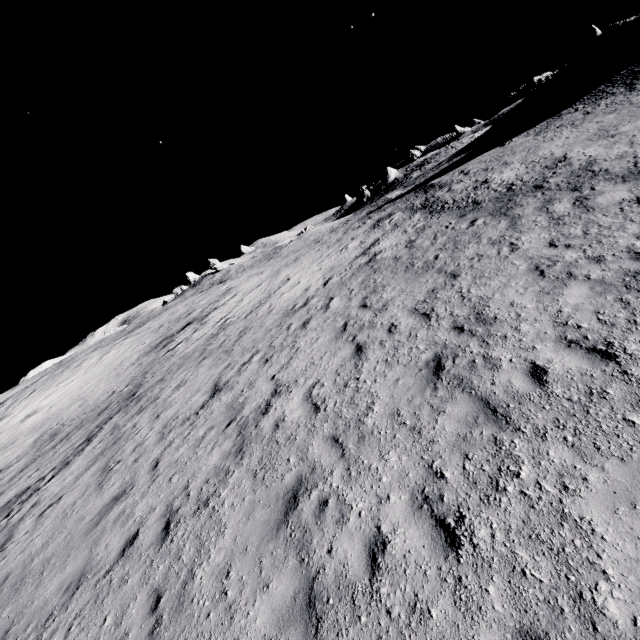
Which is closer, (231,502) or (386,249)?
(231,502)
